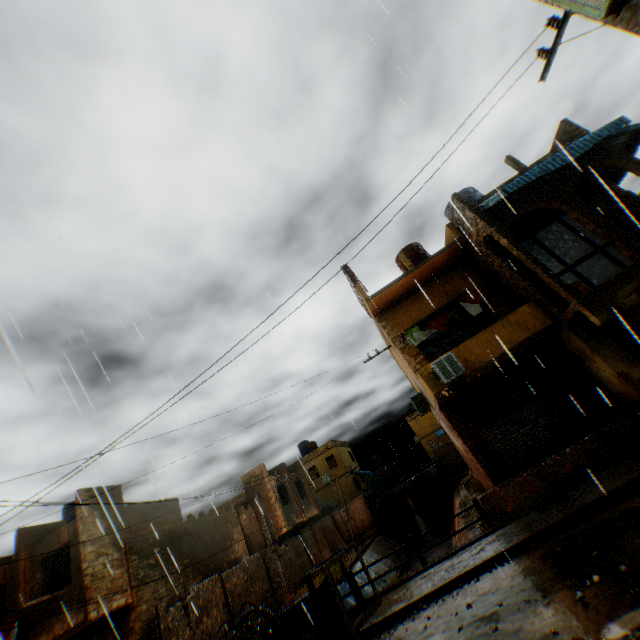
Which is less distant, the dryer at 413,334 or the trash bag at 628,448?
the trash bag at 628,448

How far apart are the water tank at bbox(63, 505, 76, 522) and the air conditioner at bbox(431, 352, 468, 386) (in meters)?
20.98

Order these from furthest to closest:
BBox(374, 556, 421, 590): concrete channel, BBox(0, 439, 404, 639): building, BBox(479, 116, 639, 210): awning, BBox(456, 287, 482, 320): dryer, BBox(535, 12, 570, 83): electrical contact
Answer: BBox(374, 556, 421, 590): concrete channel → BBox(0, 439, 404, 639): building → BBox(456, 287, 482, 320): dryer → BBox(479, 116, 639, 210): awning → BBox(535, 12, 570, 83): electrical contact

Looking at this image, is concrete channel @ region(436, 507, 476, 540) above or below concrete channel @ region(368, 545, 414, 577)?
above

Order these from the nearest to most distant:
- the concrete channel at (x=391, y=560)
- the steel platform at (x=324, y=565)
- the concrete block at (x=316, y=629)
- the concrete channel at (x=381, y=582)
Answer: the steel platform at (x=324, y=565)
the concrete block at (x=316, y=629)
the concrete channel at (x=381, y=582)
the concrete channel at (x=391, y=560)

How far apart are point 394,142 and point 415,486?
37.0 meters

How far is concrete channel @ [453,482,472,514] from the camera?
19.9 meters

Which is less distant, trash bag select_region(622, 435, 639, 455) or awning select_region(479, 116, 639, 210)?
trash bag select_region(622, 435, 639, 455)
